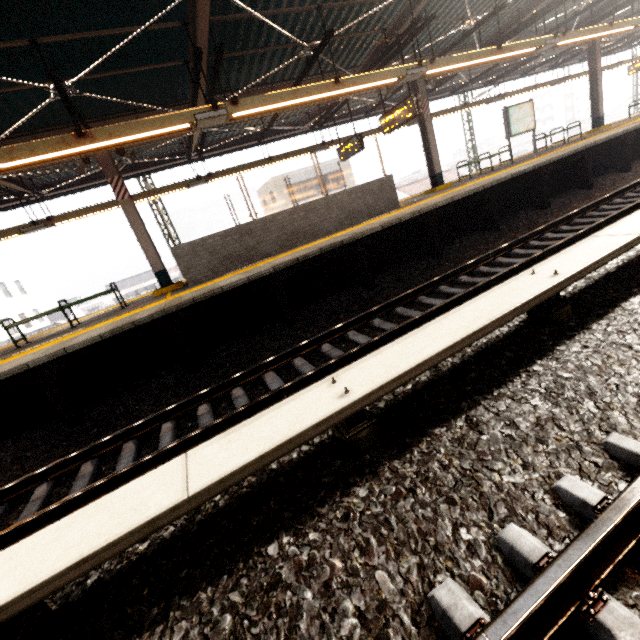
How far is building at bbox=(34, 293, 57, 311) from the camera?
45.8m

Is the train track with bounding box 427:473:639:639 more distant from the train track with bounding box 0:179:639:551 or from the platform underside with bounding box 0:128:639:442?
the platform underside with bounding box 0:128:639:442

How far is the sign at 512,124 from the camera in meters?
12.4 m

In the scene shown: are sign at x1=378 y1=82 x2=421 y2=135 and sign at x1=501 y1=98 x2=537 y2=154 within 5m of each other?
no

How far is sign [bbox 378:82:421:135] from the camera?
8.4m

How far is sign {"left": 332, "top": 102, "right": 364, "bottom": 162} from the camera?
11.0 meters

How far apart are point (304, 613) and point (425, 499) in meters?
0.9 m

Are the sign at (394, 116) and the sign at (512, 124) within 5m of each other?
no
